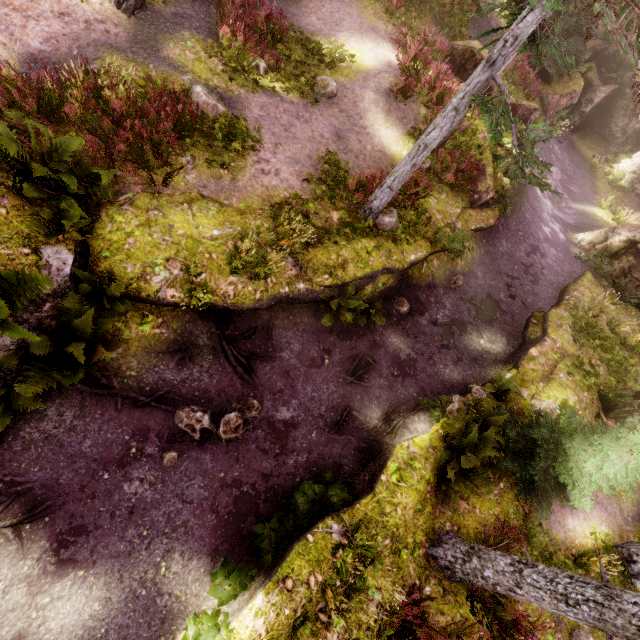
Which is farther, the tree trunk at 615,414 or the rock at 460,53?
the rock at 460,53

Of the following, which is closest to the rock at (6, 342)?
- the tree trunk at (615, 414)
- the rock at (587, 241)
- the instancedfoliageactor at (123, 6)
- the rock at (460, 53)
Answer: the instancedfoliageactor at (123, 6)

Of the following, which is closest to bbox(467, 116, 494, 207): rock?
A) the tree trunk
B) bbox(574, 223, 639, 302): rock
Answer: bbox(574, 223, 639, 302): rock

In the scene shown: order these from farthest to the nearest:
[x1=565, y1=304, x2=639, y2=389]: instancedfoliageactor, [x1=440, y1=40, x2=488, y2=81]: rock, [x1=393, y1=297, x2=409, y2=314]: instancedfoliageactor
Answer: [x1=440, y1=40, x2=488, y2=81]: rock → [x1=565, y1=304, x2=639, y2=389]: instancedfoliageactor → [x1=393, y1=297, x2=409, y2=314]: instancedfoliageactor

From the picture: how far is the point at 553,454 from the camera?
7.0m

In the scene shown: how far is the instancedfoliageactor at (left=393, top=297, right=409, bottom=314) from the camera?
10.3 meters
